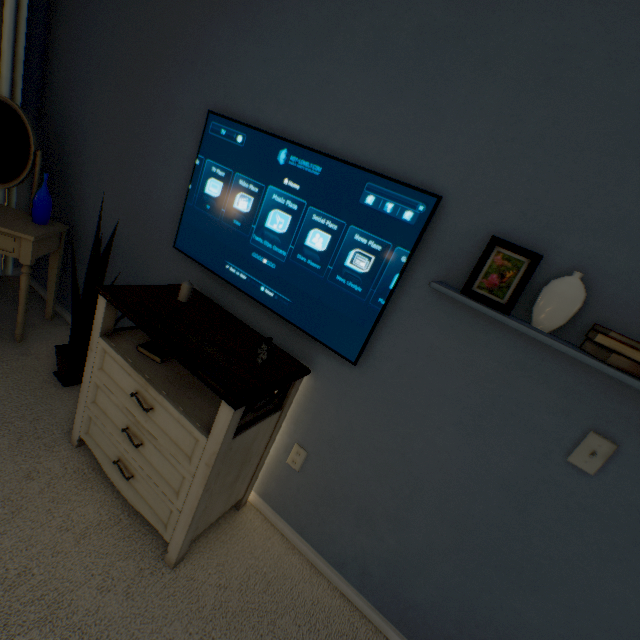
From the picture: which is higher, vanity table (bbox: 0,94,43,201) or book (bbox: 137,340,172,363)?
vanity table (bbox: 0,94,43,201)

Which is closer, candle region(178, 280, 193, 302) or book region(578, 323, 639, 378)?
A: book region(578, 323, 639, 378)

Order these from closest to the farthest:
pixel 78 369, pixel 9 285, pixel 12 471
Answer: pixel 12 471 → pixel 78 369 → pixel 9 285

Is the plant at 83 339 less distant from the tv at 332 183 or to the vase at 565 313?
the tv at 332 183

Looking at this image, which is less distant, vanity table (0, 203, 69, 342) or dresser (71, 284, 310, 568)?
dresser (71, 284, 310, 568)

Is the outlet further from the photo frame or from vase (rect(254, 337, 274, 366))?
the photo frame

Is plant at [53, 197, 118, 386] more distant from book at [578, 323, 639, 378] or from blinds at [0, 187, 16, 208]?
book at [578, 323, 639, 378]

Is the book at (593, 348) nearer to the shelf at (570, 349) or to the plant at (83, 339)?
the shelf at (570, 349)
